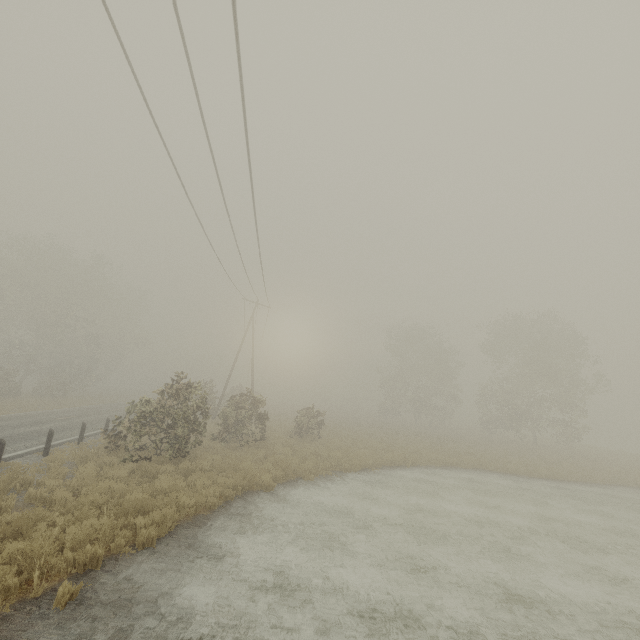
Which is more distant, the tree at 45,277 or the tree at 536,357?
the tree at 45,277

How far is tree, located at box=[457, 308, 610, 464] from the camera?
29.97m

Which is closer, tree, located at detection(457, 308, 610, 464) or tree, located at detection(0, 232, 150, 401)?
tree, located at detection(457, 308, 610, 464)

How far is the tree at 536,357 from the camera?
30.0m

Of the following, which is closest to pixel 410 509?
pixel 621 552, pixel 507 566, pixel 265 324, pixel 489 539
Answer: pixel 489 539
